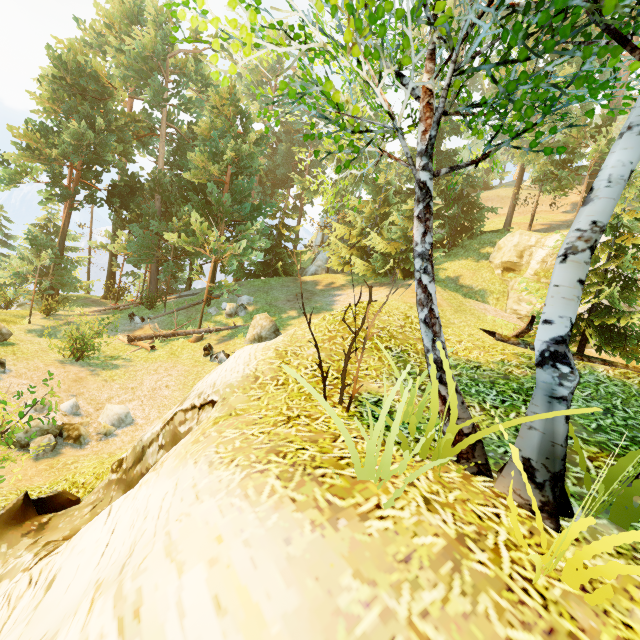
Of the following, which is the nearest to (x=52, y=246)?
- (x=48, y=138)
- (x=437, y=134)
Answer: (x=48, y=138)

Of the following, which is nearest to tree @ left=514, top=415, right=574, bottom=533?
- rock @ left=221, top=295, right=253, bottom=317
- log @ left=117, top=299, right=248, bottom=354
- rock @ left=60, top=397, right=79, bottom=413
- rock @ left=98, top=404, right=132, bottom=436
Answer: log @ left=117, top=299, right=248, bottom=354

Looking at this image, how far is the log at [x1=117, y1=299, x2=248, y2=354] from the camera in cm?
1683

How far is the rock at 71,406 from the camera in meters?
10.6 m

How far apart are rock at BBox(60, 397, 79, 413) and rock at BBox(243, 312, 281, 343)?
6.96m

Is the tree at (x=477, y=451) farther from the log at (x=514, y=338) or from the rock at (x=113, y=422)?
the rock at (x=113, y=422)

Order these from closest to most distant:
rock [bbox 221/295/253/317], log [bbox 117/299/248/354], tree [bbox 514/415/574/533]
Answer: tree [bbox 514/415/574/533] → log [bbox 117/299/248/354] → rock [bbox 221/295/253/317]

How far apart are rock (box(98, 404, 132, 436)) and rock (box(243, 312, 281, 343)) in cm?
589
